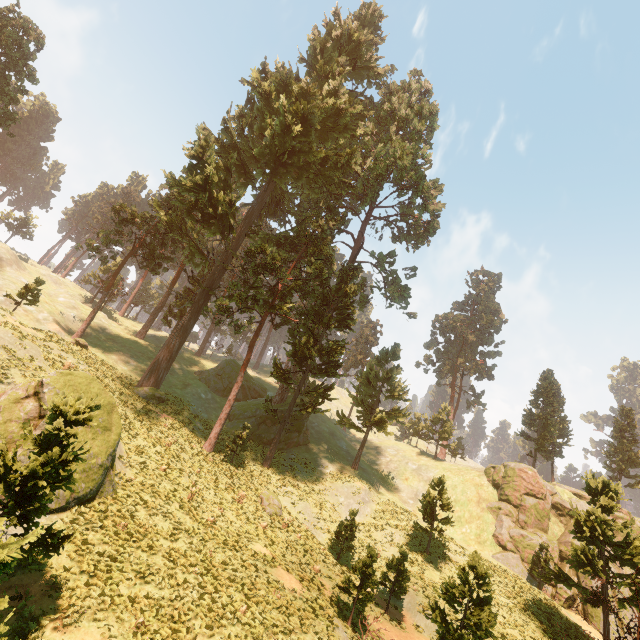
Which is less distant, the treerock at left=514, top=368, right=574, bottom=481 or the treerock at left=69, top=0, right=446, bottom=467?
the treerock at left=69, top=0, right=446, bottom=467

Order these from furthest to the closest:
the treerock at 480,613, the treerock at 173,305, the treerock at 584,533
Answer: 1. the treerock at 173,305
2. the treerock at 584,533
3. the treerock at 480,613

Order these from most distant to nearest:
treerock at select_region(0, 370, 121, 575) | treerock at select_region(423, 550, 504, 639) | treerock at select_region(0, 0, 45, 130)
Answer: treerock at select_region(0, 0, 45, 130) < treerock at select_region(423, 550, 504, 639) < treerock at select_region(0, 370, 121, 575)

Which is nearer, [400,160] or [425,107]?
[400,160]

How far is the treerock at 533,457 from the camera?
44.91m

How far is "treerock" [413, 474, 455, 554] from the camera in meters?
26.8 m
